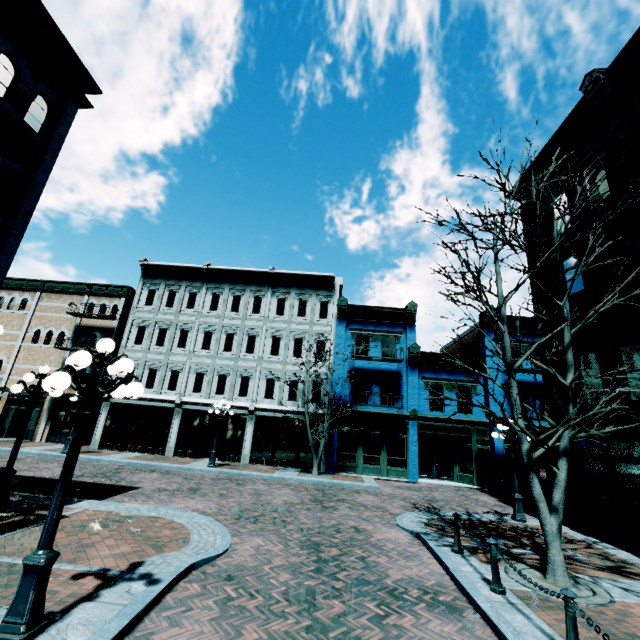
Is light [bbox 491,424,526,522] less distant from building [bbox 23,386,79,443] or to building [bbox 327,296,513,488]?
building [bbox 327,296,513,488]

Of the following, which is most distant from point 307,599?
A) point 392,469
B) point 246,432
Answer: point 246,432

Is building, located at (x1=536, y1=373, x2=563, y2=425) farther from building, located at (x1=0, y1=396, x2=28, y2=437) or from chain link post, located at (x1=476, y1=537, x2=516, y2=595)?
building, located at (x1=0, y1=396, x2=28, y2=437)

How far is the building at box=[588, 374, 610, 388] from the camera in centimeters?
1061cm

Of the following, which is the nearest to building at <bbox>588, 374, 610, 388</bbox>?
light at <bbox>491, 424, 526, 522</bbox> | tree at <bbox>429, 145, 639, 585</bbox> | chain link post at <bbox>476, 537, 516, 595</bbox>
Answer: light at <bbox>491, 424, 526, 522</bbox>

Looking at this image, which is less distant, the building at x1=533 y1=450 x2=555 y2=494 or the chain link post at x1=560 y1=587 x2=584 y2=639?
the chain link post at x1=560 y1=587 x2=584 y2=639

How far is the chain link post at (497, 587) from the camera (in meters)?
5.99

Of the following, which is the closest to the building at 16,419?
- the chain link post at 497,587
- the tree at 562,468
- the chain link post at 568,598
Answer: the tree at 562,468
